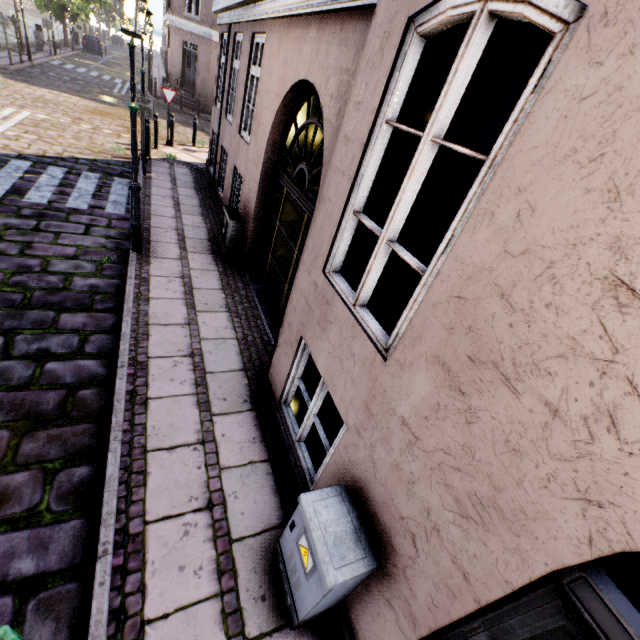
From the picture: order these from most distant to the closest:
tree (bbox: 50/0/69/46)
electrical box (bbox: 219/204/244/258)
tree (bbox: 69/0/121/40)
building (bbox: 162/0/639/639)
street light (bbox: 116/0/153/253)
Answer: tree (bbox: 69/0/121/40), tree (bbox: 50/0/69/46), electrical box (bbox: 219/204/244/258), street light (bbox: 116/0/153/253), building (bbox: 162/0/639/639)

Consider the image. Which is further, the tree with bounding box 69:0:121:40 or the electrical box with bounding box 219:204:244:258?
the tree with bounding box 69:0:121:40

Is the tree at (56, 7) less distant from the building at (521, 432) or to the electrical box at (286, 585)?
the building at (521, 432)

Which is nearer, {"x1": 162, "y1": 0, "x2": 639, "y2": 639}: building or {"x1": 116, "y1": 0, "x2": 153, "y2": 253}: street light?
{"x1": 162, "y1": 0, "x2": 639, "y2": 639}: building

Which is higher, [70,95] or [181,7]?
[181,7]

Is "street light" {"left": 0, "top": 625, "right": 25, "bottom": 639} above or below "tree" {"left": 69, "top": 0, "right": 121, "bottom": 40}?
below

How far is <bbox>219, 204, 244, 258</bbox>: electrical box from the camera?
6.4m

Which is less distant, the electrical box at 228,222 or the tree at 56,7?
the electrical box at 228,222
